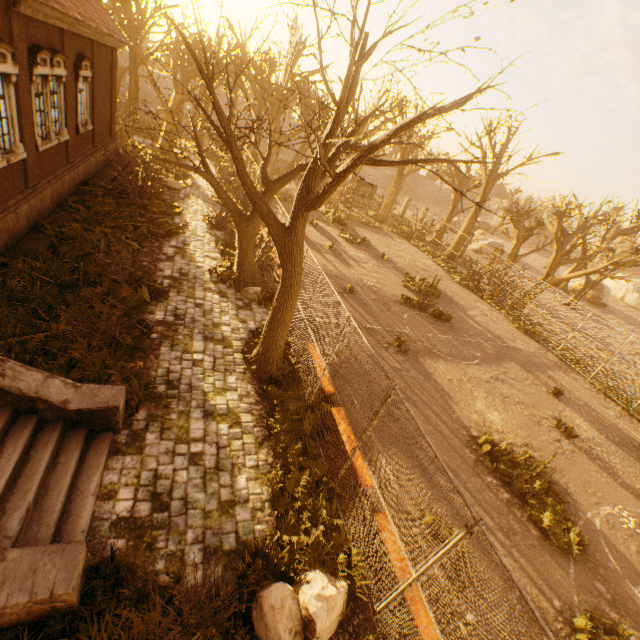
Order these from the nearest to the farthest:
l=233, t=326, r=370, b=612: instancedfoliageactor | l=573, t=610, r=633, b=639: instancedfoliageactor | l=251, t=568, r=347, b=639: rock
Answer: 1. l=251, t=568, r=347, b=639: rock
2. l=233, t=326, r=370, b=612: instancedfoliageactor
3. l=573, t=610, r=633, b=639: instancedfoliageactor

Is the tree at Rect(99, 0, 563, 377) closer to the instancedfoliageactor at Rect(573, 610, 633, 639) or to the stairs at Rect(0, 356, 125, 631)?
the stairs at Rect(0, 356, 125, 631)

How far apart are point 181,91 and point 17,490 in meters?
27.8

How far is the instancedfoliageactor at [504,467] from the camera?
7.3 meters

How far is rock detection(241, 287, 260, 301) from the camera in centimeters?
1148cm

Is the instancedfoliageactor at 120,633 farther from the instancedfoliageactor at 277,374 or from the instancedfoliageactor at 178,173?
the instancedfoliageactor at 178,173

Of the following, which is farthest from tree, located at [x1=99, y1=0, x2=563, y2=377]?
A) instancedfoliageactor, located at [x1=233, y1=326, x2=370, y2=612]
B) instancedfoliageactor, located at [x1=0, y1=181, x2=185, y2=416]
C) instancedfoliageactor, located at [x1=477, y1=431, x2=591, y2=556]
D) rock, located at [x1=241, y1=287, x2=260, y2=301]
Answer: instancedfoliageactor, located at [x1=477, y1=431, x2=591, y2=556]

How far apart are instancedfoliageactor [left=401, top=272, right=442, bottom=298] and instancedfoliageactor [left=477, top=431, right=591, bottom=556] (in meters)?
11.89
